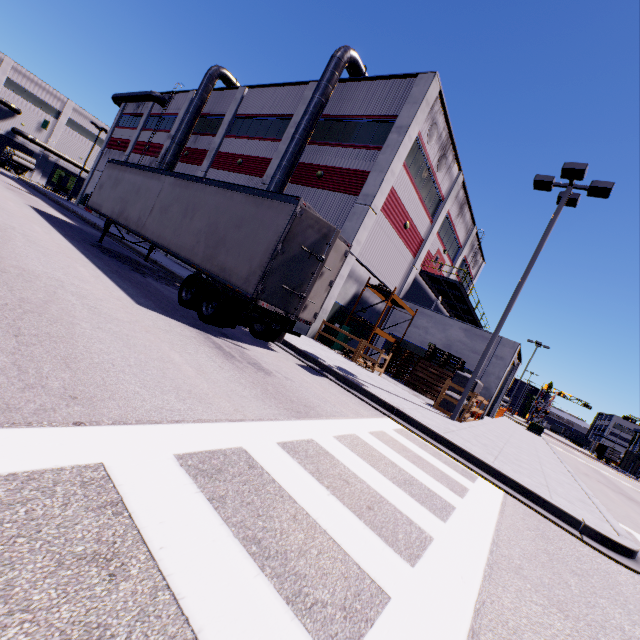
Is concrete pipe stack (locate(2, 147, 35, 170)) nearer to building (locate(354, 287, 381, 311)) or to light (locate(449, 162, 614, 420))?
building (locate(354, 287, 381, 311))

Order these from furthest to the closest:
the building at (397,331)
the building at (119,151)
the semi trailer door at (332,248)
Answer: →
the building at (119,151)
the building at (397,331)
the semi trailer door at (332,248)

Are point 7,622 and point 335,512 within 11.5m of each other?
yes

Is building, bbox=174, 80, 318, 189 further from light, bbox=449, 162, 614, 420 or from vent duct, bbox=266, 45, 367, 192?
light, bbox=449, 162, 614, 420

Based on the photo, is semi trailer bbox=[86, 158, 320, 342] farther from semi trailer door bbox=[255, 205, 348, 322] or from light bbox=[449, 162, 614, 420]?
light bbox=[449, 162, 614, 420]

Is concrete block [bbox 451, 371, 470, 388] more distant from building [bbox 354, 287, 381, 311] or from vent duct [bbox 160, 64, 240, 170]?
vent duct [bbox 160, 64, 240, 170]

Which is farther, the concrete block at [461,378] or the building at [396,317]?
the building at [396,317]

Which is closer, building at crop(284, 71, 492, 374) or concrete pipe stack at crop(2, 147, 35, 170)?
building at crop(284, 71, 492, 374)
